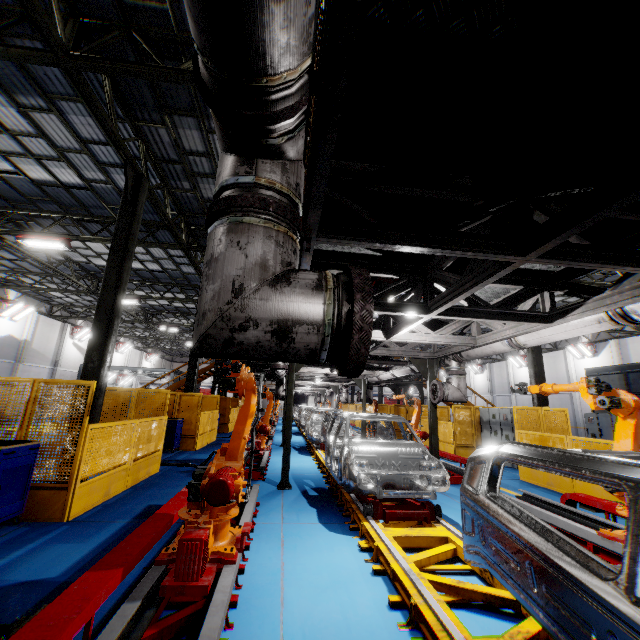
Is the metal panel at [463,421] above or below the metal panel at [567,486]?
above

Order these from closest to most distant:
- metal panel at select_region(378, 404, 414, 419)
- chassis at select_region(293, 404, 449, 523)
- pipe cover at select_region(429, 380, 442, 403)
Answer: chassis at select_region(293, 404, 449, 523), pipe cover at select_region(429, 380, 442, 403), metal panel at select_region(378, 404, 414, 419)

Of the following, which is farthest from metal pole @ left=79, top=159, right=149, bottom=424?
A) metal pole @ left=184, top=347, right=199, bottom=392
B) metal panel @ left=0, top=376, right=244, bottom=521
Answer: metal pole @ left=184, top=347, right=199, bottom=392

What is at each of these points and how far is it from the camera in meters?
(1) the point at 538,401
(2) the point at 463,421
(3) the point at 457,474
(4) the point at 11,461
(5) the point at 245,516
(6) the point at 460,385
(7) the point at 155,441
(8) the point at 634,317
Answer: (1) metal pole, 13.2 m
(2) metal panel, 14.4 m
(3) metal platform, 9.4 m
(4) toolbox, 4.8 m
(5) metal platform, 4.7 m
(6) vent pipe, 8.2 m
(7) metal panel, 8.7 m
(8) vent pipe, 4.1 m

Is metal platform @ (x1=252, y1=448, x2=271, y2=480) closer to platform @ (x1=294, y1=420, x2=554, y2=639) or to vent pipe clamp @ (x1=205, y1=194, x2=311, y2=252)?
platform @ (x1=294, y1=420, x2=554, y2=639)

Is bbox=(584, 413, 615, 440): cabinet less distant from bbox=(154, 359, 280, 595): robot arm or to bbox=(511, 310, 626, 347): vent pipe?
bbox=(511, 310, 626, 347): vent pipe

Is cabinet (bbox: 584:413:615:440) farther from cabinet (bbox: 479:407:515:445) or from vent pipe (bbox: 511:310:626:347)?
vent pipe (bbox: 511:310:626:347)

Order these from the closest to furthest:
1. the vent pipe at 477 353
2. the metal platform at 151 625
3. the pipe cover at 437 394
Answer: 1. the metal platform at 151 625
2. the vent pipe at 477 353
3. the pipe cover at 437 394
